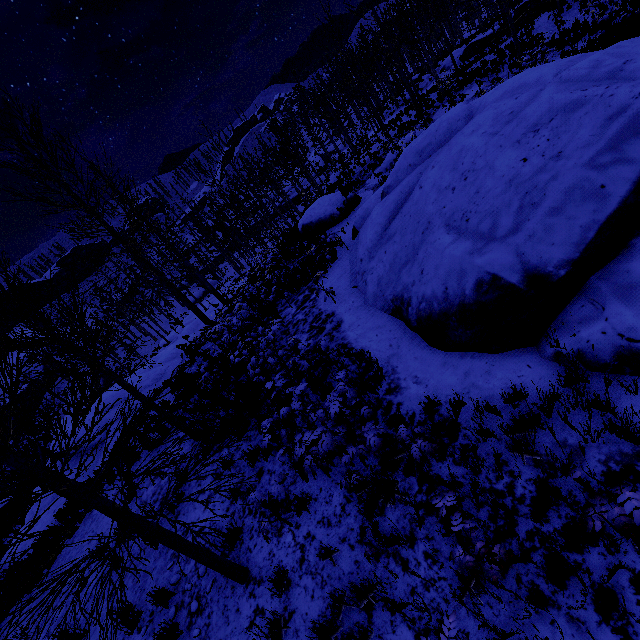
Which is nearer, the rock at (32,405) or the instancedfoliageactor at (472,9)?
the instancedfoliageactor at (472,9)

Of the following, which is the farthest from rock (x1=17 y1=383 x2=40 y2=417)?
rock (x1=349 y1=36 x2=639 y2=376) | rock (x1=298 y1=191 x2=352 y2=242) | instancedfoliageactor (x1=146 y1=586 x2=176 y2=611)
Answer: rock (x1=349 y1=36 x2=639 y2=376)

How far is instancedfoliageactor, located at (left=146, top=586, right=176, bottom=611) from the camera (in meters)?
5.14

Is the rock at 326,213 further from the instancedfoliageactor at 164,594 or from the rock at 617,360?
the instancedfoliageactor at 164,594

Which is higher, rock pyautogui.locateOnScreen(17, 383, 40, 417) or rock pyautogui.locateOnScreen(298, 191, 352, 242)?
rock pyautogui.locateOnScreen(298, 191, 352, 242)

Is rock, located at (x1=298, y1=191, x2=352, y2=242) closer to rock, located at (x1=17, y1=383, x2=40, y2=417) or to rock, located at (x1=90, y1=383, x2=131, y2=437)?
rock, located at (x1=90, y1=383, x2=131, y2=437)

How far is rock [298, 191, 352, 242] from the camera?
16.7 meters

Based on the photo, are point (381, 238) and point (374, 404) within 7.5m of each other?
yes
